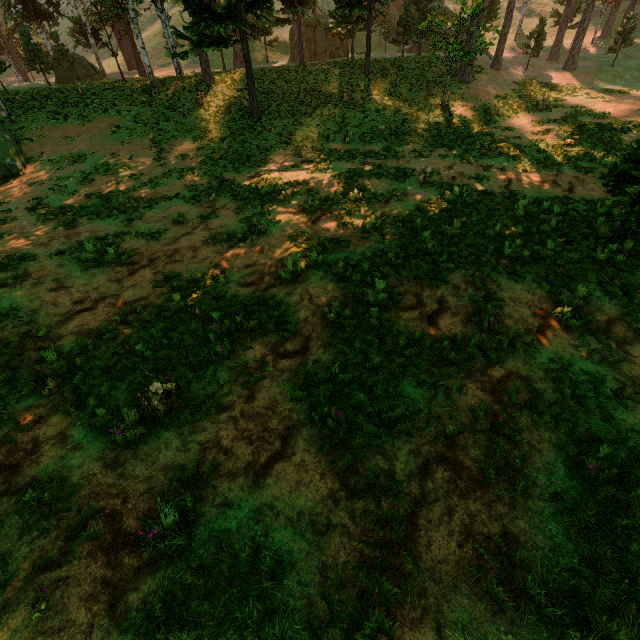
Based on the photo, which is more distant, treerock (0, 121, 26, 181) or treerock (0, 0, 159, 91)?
treerock (0, 0, 159, 91)

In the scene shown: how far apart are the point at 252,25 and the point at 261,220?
14.1m

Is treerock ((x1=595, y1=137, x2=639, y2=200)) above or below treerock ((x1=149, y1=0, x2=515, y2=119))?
below

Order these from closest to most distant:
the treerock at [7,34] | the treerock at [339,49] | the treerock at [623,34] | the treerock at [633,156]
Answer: the treerock at [633,156]
the treerock at [339,49]
the treerock at [7,34]
the treerock at [623,34]

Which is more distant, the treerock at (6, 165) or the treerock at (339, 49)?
the treerock at (339, 49)

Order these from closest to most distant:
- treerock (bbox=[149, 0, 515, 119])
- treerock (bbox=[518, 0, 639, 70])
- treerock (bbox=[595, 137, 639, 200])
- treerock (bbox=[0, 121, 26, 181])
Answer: treerock (bbox=[595, 137, 639, 200])
treerock (bbox=[0, 121, 26, 181])
treerock (bbox=[149, 0, 515, 119])
treerock (bbox=[518, 0, 639, 70])
